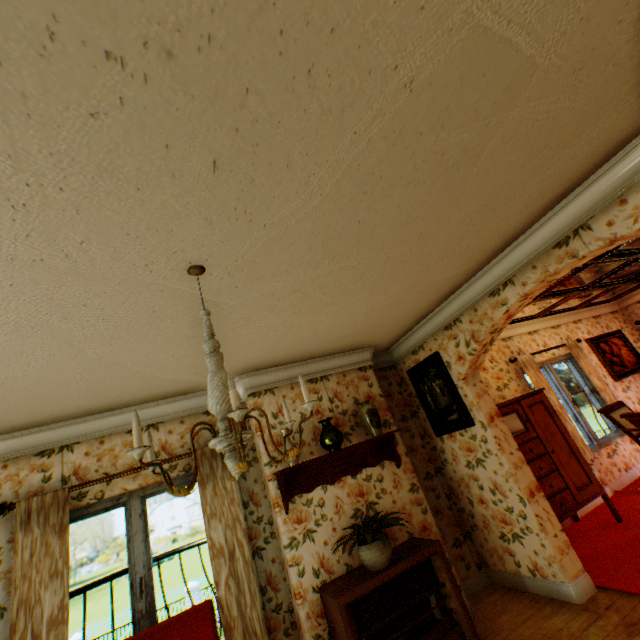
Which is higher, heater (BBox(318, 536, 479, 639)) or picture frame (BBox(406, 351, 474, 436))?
picture frame (BBox(406, 351, 474, 436))

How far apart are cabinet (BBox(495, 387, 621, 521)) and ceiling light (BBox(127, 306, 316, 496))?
3.6m

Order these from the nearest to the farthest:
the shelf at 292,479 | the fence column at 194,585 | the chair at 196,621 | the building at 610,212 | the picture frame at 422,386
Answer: the building at 610,212, the chair at 196,621, the shelf at 292,479, the picture frame at 422,386, the fence column at 194,585

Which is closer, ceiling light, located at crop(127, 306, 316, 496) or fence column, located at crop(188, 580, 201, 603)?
ceiling light, located at crop(127, 306, 316, 496)

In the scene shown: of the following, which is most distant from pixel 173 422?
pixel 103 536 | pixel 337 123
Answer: pixel 103 536

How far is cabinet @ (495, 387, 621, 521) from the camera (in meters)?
4.14

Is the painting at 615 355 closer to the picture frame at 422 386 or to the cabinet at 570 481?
the cabinet at 570 481

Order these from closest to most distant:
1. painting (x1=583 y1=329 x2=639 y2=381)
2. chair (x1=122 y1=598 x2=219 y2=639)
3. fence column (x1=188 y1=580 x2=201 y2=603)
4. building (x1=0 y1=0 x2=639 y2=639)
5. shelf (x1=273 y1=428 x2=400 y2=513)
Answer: building (x1=0 y1=0 x2=639 y2=639) < chair (x1=122 y1=598 x2=219 y2=639) < shelf (x1=273 y1=428 x2=400 y2=513) < painting (x1=583 y1=329 x2=639 y2=381) < fence column (x1=188 y1=580 x2=201 y2=603)
